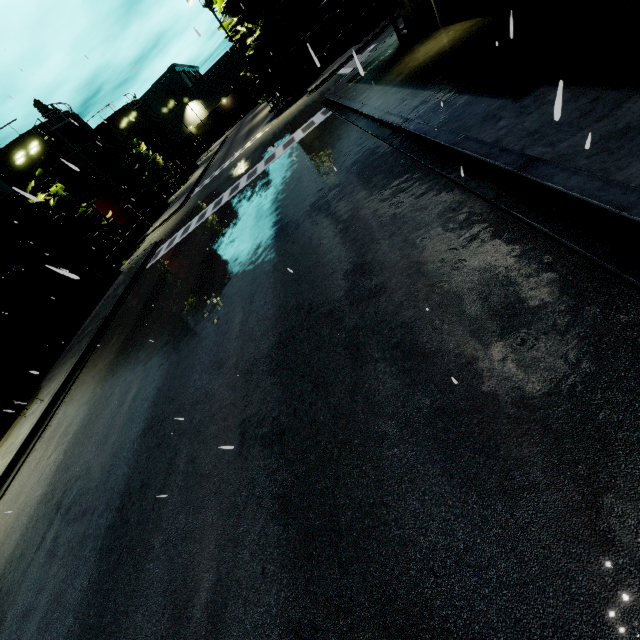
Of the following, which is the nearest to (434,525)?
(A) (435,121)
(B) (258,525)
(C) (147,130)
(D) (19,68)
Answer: (B) (258,525)

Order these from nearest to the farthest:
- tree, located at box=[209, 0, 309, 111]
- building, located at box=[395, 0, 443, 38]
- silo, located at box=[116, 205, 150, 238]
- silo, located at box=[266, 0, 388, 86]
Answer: building, located at box=[395, 0, 443, 38] → tree, located at box=[209, 0, 309, 111] → silo, located at box=[266, 0, 388, 86] → silo, located at box=[116, 205, 150, 238]

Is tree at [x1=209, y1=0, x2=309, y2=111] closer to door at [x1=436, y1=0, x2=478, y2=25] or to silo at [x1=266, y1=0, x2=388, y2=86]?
silo at [x1=266, y1=0, x2=388, y2=86]

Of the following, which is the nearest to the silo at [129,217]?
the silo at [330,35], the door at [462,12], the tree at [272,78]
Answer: the silo at [330,35]

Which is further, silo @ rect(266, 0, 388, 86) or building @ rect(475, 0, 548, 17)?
silo @ rect(266, 0, 388, 86)

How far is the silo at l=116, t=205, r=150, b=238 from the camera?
34.31m

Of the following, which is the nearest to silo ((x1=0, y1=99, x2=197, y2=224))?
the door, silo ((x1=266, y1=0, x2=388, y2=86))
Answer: silo ((x1=266, y1=0, x2=388, y2=86))

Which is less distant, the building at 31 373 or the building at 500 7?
the building at 500 7
